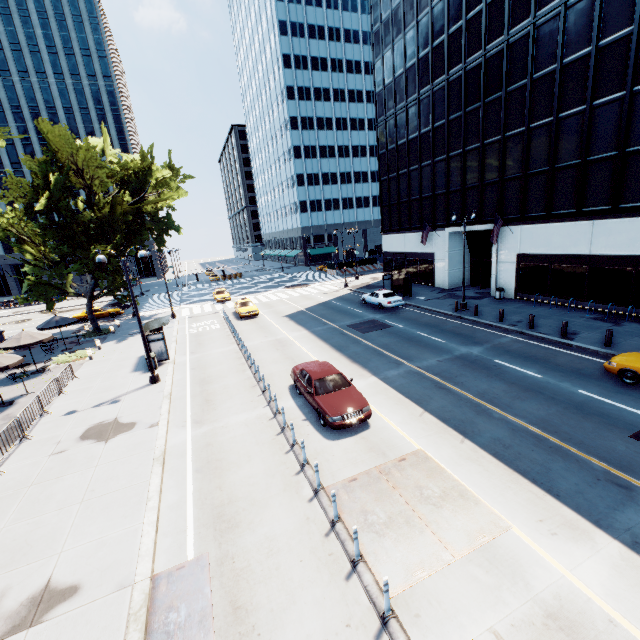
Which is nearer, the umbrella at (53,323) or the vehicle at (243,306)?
the umbrella at (53,323)

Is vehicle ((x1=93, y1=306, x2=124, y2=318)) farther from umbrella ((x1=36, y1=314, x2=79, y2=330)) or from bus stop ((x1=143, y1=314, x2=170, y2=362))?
bus stop ((x1=143, y1=314, x2=170, y2=362))

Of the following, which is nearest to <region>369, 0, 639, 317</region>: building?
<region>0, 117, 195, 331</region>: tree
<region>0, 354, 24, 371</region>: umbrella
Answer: <region>0, 117, 195, 331</region>: tree

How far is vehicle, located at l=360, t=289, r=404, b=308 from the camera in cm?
2805

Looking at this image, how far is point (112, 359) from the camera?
22.8m

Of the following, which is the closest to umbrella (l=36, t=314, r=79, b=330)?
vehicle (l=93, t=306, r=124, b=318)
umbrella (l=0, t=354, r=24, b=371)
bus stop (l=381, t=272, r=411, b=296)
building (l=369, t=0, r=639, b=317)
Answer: umbrella (l=0, t=354, r=24, b=371)

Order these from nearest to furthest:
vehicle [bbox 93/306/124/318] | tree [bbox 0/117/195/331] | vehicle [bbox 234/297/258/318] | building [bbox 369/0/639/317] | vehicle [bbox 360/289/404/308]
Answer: building [bbox 369/0/639/317]
tree [bbox 0/117/195/331]
vehicle [bbox 360/289/404/308]
vehicle [bbox 234/297/258/318]
vehicle [bbox 93/306/124/318]

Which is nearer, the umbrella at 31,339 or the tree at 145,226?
the umbrella at 31,339
